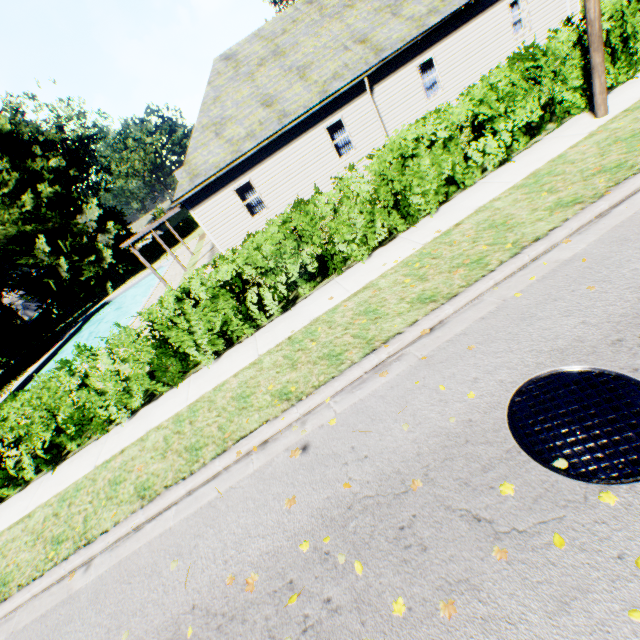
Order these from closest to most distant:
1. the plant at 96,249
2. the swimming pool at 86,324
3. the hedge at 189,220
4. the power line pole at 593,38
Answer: the power line pole at 593,38 → the swimming pool at 86,324 → the plant at 96,249 → the hedge at 189,220

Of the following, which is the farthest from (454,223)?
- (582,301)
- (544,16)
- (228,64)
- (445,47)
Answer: (544,16)

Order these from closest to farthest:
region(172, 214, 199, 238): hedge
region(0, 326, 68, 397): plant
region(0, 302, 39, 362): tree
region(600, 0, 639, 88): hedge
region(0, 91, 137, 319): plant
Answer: region(600, 0, 639, 88): hedge, region(0, 326, 68, 397): plant, region(0, 302, 39, 362): tree, region(0, 91, 137, 319): plant, region(172, 214, 199, 238): hedge

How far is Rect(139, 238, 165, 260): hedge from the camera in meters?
43.7 m

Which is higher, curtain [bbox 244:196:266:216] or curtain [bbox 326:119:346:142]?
curtain [bbox 326:119:346:142]

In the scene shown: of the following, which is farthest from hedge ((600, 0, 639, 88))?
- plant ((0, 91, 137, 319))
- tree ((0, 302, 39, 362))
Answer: plant ((0, 91, 137, 319))

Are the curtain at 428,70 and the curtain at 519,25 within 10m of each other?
yes

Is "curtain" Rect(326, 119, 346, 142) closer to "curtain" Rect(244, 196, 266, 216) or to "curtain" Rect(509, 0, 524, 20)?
"curtain" Rect(244, 196, 266, 216)
